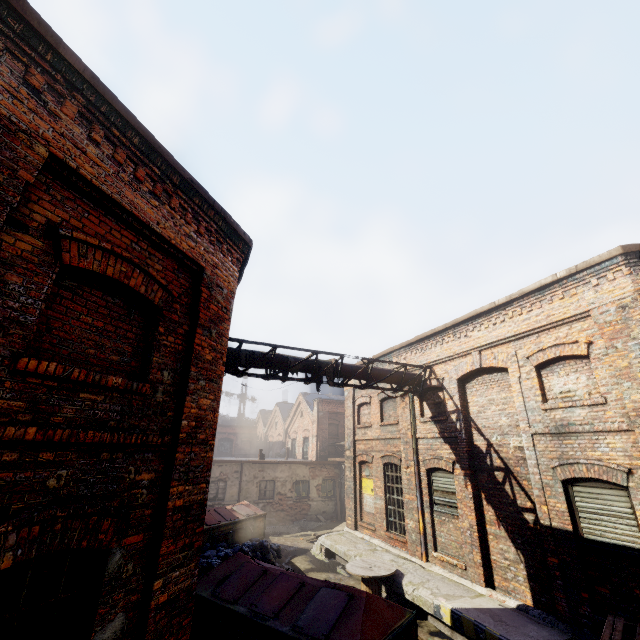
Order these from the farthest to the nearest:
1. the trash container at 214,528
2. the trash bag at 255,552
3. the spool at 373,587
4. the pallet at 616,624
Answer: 1. the trash container at 214,528
2. the trash bag at 255,552
3. the spool at 373,587
4. the pallet at 616,624

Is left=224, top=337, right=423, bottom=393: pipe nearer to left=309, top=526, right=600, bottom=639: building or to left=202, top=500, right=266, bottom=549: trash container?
left=309, top=526, right=600, bottom=639: building

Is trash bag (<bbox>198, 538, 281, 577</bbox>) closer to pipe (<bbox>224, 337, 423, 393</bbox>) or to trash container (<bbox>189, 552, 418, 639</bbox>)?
→ trash container (<bbox>189, 552, 418, 639</bbox>)

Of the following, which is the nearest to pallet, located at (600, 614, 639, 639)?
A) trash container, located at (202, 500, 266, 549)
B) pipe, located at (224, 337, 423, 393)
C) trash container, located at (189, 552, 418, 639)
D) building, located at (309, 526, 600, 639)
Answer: building, located at (309, 526, 600, 639)

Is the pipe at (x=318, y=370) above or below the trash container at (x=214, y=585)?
above

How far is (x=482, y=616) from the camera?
7.34m

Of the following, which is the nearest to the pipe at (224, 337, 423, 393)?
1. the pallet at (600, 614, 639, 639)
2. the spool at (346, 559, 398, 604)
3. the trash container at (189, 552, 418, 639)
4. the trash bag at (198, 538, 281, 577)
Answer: the trash container at (189, 552, 418, 639)
